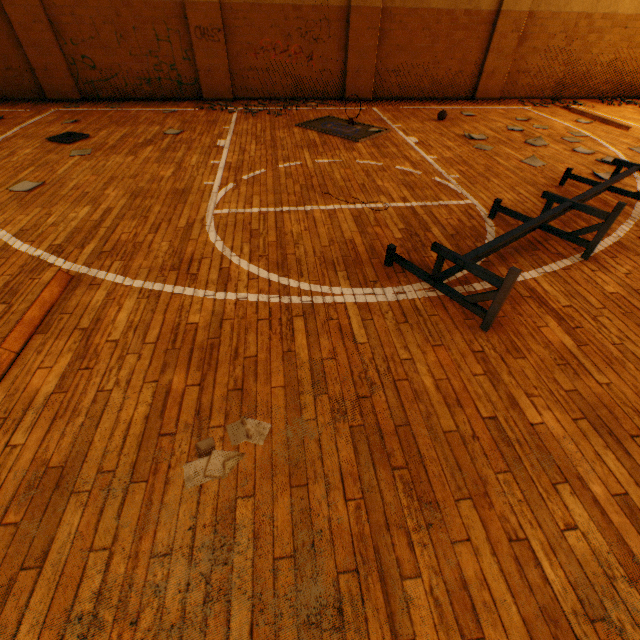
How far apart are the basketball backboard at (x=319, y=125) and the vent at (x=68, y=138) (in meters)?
4.25

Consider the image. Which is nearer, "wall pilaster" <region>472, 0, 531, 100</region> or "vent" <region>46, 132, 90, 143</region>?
"vent" <region>46, 132, 90, 143</region>

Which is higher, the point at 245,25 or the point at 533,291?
the point at 245,25

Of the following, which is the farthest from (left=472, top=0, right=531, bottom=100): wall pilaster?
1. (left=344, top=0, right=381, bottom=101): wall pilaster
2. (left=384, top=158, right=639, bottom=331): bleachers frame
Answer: (left=384, top=158, right=639, bottom=331): bleachers frame

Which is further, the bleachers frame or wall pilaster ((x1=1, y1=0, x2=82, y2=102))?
wall pilaster ((x1=1, y1=0, x2=82, y2=102))

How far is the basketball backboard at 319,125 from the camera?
6.71m

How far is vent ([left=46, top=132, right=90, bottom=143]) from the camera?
6.1m

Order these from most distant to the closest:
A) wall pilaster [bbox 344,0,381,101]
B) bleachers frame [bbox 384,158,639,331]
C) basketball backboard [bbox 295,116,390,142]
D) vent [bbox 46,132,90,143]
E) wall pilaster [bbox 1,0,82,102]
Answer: wall pilaster [bbox 344,0,381,101] → wall pilaster [bbox 1,0,82,102] → basketball backboard [bbox 295,116,390,142] → vent [bbox 46,132,90,143] → bleachers frame [bbox 384,158,639,331]
